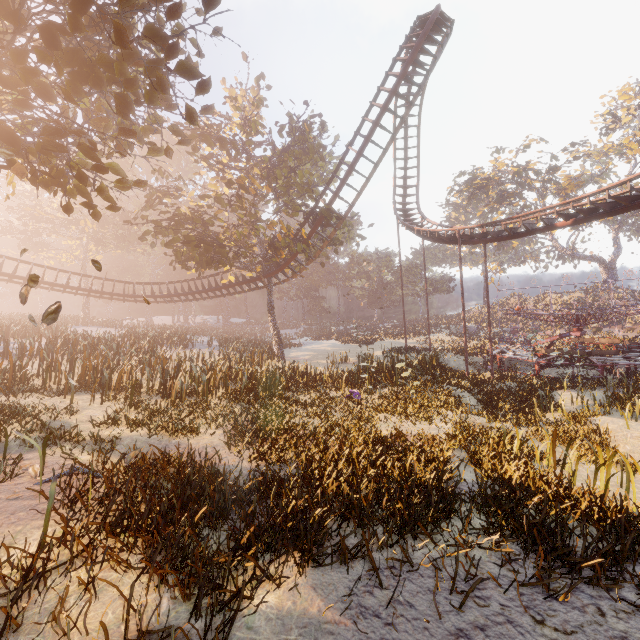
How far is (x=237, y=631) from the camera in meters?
3.0

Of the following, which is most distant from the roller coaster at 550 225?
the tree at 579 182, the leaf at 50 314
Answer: the tree at 579 182

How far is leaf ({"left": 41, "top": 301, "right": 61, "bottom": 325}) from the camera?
4.28m

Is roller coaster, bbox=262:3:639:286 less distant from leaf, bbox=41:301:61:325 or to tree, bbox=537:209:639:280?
leaf, bbox=41:301:61:325

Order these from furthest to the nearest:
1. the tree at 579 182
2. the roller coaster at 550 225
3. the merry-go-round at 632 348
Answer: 1. the tree at 579 182
2. the merry-go-round at 632 348
3. the roller coaster at 550 225

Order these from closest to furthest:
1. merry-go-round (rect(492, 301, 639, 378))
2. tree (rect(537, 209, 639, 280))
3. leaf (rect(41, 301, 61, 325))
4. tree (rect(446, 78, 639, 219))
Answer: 1. leaf (rect(41, 301, 61, 325))
2. merry-go-round (rect(492, 301, 639, 378))
3. tree (rect(446, 78, 639, 219))
4. tree (rect(537, 209, 639, 280))

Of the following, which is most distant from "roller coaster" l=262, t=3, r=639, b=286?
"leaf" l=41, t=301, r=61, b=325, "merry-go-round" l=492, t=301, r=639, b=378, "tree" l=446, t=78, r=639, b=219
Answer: "tree" l=446, t=78, r=639, b=219

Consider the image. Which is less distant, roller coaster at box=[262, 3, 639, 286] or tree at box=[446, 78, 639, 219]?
roller coaster at box=[262, 3, 639, 286]
